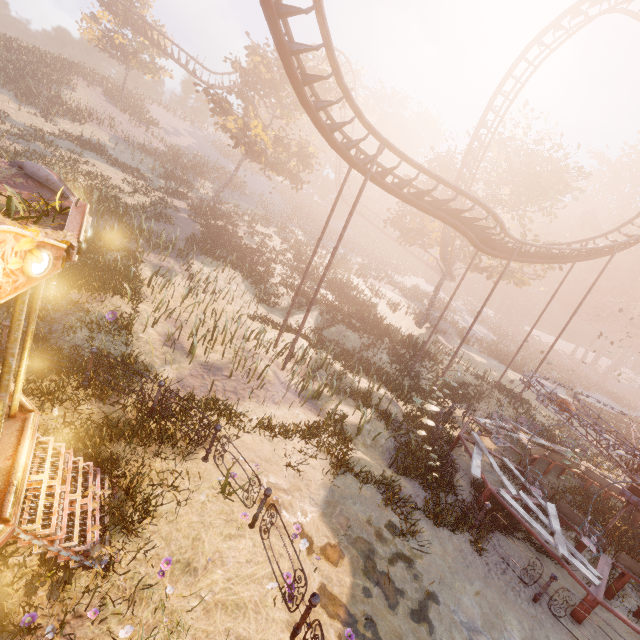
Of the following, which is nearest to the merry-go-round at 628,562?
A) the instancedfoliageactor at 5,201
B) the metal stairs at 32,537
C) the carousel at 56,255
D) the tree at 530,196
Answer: the metal stairs at 32,537

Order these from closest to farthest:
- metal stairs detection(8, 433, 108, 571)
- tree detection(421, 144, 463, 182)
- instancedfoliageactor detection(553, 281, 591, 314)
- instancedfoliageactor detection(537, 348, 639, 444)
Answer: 1. metal stairs detection(8, 433, 108, 571)
2. tree detection(421, 144, 463, 182)
3. instancedfoliageactor detection(537, 348, 639, 444)
4. instancedfoliageactor detection(553, 281, 591, 314)

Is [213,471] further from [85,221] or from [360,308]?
[360,308]

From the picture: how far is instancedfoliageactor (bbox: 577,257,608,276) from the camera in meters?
53.0

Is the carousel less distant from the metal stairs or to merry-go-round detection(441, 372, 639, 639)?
the metal stairs

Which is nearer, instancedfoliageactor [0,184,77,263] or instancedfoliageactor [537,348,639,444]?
instancedfoliageactor [0,184,77,263]

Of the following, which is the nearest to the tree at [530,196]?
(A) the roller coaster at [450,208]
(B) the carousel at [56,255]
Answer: Result: (A) the roller coaster at [450,208]

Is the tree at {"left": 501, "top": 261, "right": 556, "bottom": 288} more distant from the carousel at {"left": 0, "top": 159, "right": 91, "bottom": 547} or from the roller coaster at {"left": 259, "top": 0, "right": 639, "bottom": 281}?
the carousel at {"left": 0, "top": 159, "right": 91, "bottom": 547}
